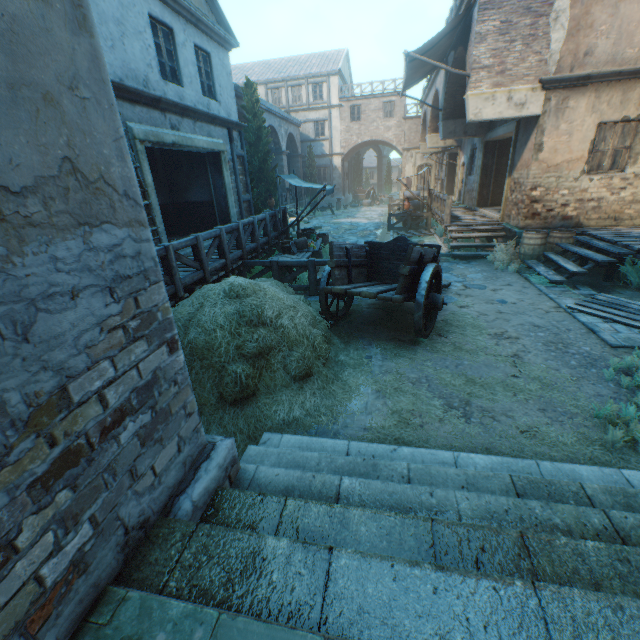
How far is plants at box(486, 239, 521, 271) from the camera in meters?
9.6

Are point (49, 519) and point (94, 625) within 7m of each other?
yes

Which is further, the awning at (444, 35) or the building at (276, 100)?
the building at (276, 100)

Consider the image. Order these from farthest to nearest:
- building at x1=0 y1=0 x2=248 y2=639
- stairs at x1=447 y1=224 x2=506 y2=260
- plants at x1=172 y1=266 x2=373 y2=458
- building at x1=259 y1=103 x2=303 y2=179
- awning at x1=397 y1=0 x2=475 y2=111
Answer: building at x1=259 y1=103 x2=303 y2=179 → stairs at x1=447 y1=224 x2=506 y2=260 → awning at x1=397 y1=0 x2=475 y2=111 → plants at x1=172 y1=266 x2=373 y2=458 → building at x1=0 y1=0 x2=248 y2=639

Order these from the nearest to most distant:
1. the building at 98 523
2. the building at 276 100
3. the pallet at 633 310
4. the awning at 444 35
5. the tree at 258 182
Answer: the building at 98 523 → the pallet at 633 310 → the awning at 444 35 → the tree at 258 182 → the building at 276 100

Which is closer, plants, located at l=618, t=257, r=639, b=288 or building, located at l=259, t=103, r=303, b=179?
plants, located at l=618, t=257, r=639, b=288

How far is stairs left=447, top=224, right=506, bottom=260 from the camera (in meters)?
10.95

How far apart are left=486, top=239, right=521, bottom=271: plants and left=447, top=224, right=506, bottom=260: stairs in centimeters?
20cm
